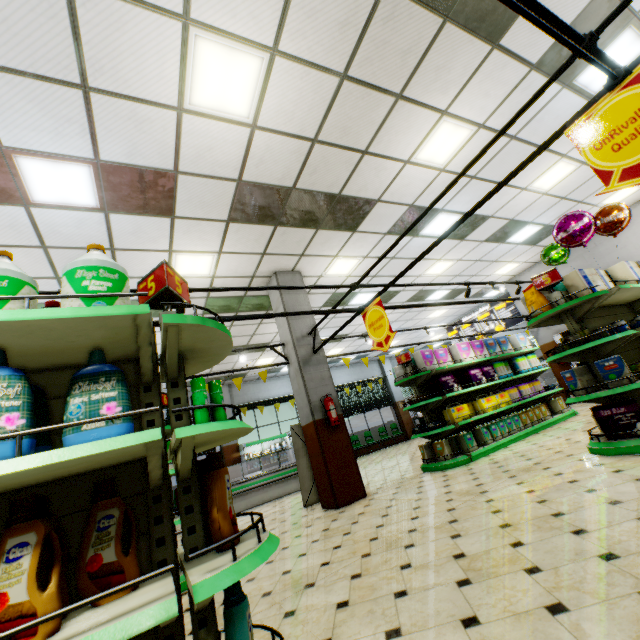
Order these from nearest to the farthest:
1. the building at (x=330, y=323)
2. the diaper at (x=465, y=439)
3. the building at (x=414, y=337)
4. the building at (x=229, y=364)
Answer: the diaper at (x=465, y=439) < the building at (x=330, y=323) < the building at (x=229, y=364) < the building at (x=414, y=337)

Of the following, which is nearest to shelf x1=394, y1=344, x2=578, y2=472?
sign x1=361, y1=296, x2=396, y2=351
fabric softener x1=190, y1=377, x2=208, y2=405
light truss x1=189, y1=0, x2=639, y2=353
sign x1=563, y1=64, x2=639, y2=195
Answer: light truss x1=189, y1=0, x2=639, y2=353

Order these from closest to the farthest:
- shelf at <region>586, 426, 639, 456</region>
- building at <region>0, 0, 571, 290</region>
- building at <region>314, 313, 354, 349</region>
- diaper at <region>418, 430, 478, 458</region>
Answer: building at <region>0, 0, 571, 290</region>, shelf at <region>586, 426, 639, 456</region>, diaper at <region>418, 430, 478, 458</region>, building at <region>314, 313, 354, 349</region>

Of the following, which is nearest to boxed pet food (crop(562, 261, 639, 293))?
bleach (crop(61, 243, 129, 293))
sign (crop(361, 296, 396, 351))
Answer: sign (crop(361, 296, 396, 351))

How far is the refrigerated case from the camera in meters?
14.2

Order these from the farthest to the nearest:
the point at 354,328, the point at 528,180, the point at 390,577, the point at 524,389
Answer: the point at 354,328
the point at 524,389
the point at 528,180
the point at 390,577

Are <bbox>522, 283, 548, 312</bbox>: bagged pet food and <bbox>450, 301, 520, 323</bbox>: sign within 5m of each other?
no

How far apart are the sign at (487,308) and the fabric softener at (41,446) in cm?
1578
